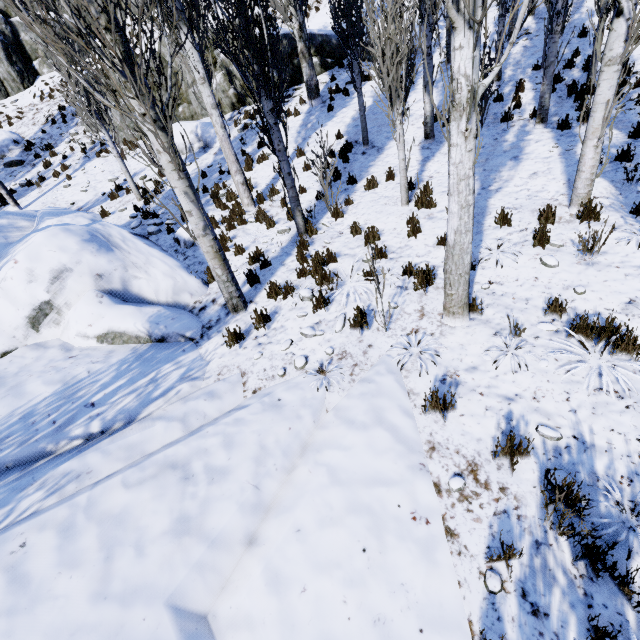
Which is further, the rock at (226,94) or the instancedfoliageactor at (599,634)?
the rock at (226,94)

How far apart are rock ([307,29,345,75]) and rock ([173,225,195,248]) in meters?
9.8 m

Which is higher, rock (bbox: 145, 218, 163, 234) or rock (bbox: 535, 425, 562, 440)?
rock (bbox: 145, 218, 163, 234)

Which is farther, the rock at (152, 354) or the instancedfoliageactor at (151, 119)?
the instancedfoliageactor at (151, 119)

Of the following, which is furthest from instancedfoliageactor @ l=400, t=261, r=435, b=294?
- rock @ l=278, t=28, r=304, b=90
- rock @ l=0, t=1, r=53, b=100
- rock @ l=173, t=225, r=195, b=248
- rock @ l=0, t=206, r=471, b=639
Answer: rock @ l=278, t=28, r=304, b=90

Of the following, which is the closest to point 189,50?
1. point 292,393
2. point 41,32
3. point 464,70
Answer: point 41,32

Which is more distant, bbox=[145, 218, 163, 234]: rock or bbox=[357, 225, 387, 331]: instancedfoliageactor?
bbox=[145, 218, 163, 234]: rock
